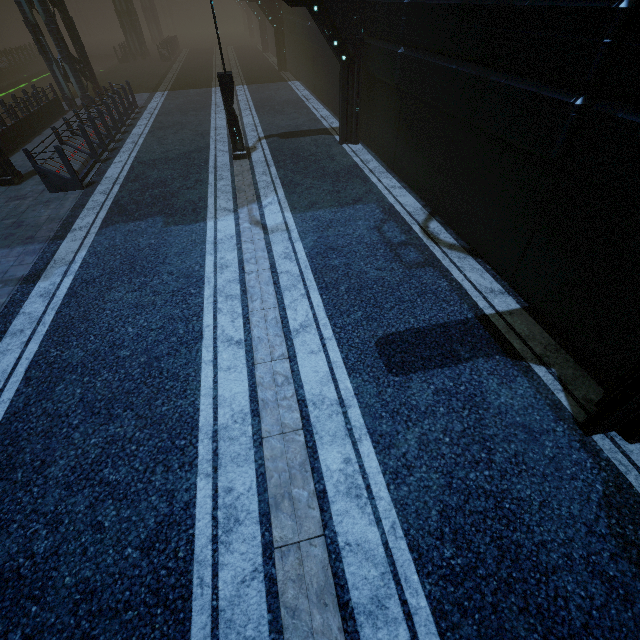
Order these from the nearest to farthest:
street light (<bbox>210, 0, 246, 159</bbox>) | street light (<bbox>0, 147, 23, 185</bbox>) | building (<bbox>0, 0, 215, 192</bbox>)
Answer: street light (<bbox>210, 0, 246, 159</bbox>)
street light (<bbox>0, 147, 23, 185</bbox>)
building (<bbox>0, 0, 215, 192</bbox>)

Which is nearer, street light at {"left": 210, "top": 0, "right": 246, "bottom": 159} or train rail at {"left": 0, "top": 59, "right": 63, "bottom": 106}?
street light at {"left": 210, "top": 0, "right": 246, "bottom": 159}

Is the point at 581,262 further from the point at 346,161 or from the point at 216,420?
the point at 346,161

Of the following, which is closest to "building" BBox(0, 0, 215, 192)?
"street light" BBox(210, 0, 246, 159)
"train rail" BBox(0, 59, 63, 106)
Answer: "train rail" BBox(0, 59, 63, 106)

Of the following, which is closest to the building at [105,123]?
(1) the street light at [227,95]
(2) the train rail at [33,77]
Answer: (2) the train rail at [33,77]

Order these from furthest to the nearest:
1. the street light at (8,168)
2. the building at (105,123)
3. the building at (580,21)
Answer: the building at (105,123)
the street light at (8,168)
the building at (580,21)

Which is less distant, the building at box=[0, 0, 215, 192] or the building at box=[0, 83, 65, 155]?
the building at box=[0, 0, 215, 192]

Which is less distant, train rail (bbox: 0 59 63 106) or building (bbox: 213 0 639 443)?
building (bbox: 213 0 639 443)
